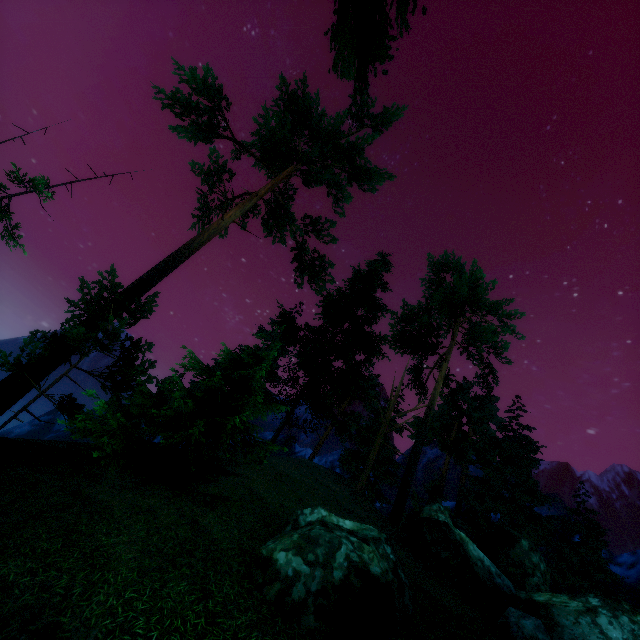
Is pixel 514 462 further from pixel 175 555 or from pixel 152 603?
pixel 152 603

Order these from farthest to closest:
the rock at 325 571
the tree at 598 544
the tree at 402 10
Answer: the tree at 598 544 → the rock at 325 571 → the tree at 402 10

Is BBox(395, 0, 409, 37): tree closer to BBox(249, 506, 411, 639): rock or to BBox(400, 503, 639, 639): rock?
BBox(400, 503, 639, 639): rock

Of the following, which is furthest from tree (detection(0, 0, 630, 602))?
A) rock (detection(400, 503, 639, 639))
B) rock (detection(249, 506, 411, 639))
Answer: rock (detection(249, 506, 411, 639))

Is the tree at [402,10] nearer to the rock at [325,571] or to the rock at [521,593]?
the rock at [521,593]
